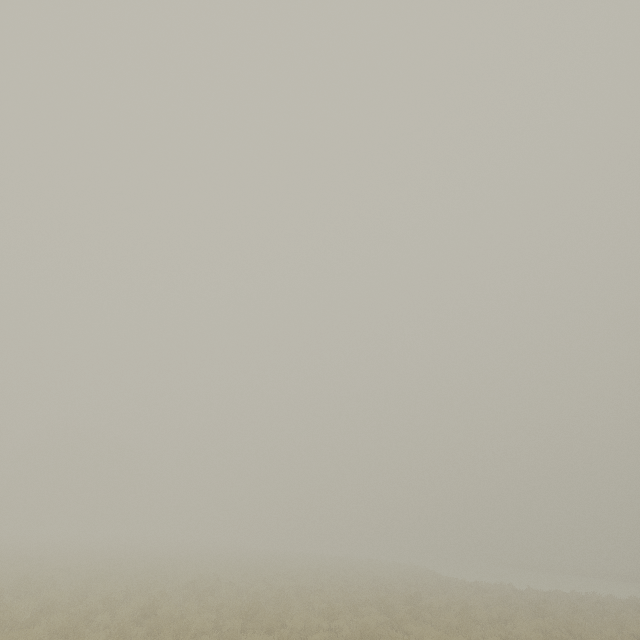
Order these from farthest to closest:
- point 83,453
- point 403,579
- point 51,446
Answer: point 83,453 → point 51,446 → point 403,579
